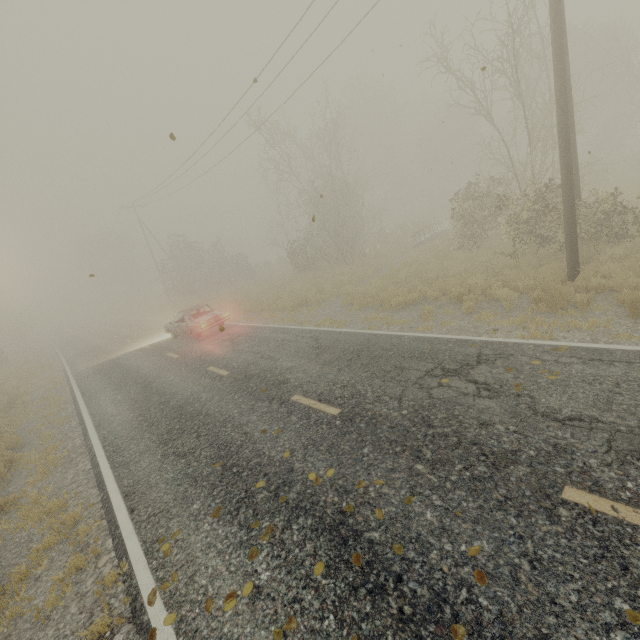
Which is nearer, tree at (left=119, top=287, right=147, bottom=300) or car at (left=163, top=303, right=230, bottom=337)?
car at (left=163, top=303, right=230, bottom=337)

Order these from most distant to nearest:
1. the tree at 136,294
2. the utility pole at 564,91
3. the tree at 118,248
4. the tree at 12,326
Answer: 1. the tree at 136,294
2. the tree at 118,248
3. the tree at 12,326
4. the utility pole at 564,91

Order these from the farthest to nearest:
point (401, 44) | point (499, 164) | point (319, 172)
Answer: point (319, 172)
point (499, 164)
point (401, 44)

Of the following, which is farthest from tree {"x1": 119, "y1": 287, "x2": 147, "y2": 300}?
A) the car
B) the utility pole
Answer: the utility pole

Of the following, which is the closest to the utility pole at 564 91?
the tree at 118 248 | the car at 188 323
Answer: the car at 188 323

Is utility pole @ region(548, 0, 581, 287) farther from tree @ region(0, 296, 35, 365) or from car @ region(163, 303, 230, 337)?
tree @ region(0, 296, 35, 365)
